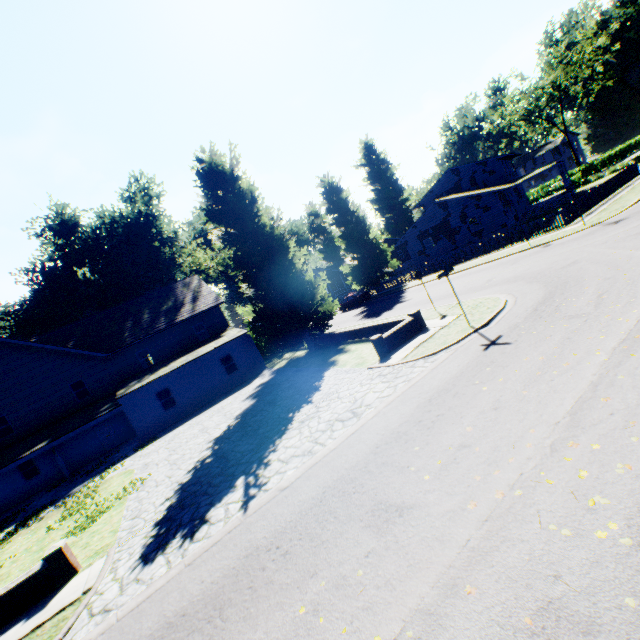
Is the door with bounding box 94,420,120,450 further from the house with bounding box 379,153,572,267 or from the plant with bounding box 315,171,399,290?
the house with bounding box 379,153,572,267

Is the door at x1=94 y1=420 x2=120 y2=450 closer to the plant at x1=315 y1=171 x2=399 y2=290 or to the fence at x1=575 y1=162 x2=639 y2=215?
the plant at x1=315 y1=171 x2=399 y2=290

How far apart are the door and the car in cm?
2562

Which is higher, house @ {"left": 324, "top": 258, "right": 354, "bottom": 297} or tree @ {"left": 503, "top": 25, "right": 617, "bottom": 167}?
tree @ {"left": 503, "top": 25, "right": 617, "bottom": 167}

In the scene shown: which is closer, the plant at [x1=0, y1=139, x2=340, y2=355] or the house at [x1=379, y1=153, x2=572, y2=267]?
the plant at [x1=0, y1=139, x2=340, y2=355]

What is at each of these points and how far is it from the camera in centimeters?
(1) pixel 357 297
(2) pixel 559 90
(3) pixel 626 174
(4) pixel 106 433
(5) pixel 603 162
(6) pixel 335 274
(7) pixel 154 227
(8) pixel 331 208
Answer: (1) car, 3656cm
(2) tree, 5384cm
(3) fence, 2731cm
(4) door, 2545cm
(5) hedge, 5519cm
(6) house, 5728cm
(7) plant, 4119cm
(8) plant, 3769cm

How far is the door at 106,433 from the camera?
25.27m

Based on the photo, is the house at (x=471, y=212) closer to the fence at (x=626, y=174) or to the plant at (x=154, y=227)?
the plant at (x=154, y=227)
